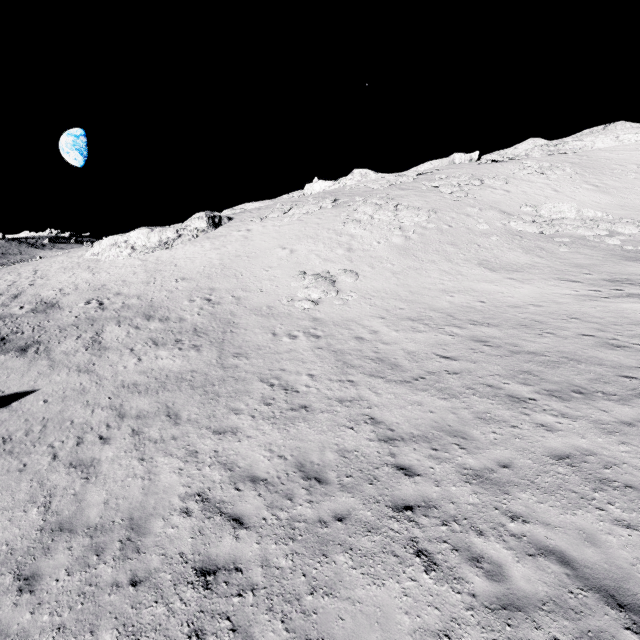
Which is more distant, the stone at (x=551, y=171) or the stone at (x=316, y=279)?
the stone at (x=551, y=171)

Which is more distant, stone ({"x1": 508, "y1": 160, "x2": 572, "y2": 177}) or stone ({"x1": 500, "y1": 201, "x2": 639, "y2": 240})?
stone ({"x1": 508, "y1": 160, "x2": 572, "y2": 177})

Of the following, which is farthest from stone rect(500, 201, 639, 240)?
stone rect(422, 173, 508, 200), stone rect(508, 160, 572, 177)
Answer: stone rect(508, 160, 572, 177)

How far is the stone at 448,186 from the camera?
30.5m

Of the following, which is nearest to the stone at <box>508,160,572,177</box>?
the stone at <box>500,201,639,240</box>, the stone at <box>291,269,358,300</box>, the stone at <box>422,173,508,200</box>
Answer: the stone at <box>422,173,508,200</box>

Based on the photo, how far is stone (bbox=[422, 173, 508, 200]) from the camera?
30.5m

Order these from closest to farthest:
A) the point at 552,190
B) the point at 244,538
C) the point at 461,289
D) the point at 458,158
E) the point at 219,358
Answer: the point at 244,538 < the point at 219,358 < the point at 461,289 < the point at 552,190 < the point at 458,158

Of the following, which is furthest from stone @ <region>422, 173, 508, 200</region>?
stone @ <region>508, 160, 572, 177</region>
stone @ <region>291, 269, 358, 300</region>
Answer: stone @ <region>291, 269, 358, 300</region>
